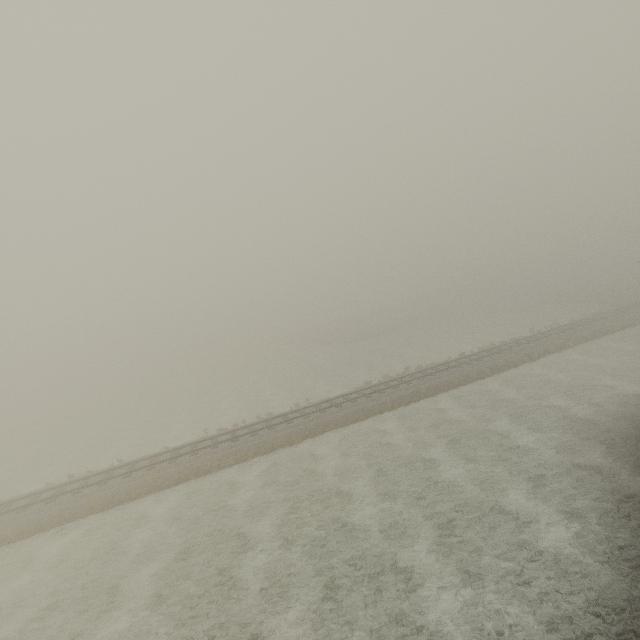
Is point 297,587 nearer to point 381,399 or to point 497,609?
point 497,609
